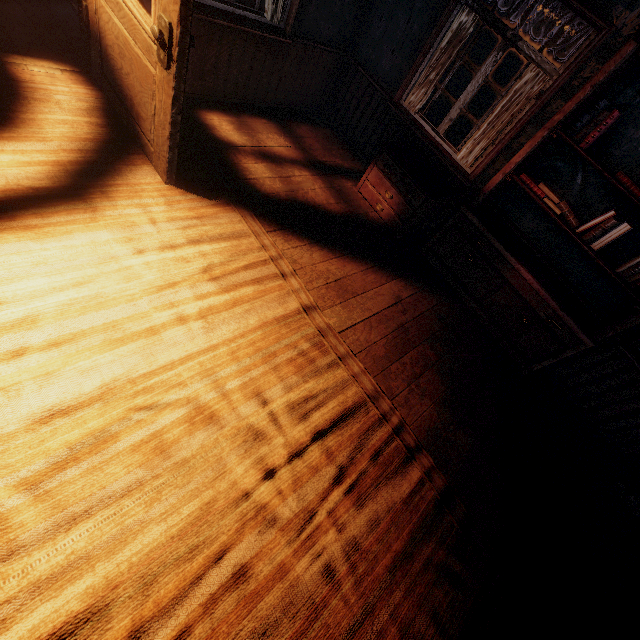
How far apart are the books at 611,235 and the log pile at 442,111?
5.61m

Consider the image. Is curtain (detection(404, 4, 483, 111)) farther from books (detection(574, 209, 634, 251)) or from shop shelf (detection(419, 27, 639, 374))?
books (detection(574, 209, 634, 251))

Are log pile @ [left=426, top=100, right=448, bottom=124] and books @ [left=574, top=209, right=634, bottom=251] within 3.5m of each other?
no

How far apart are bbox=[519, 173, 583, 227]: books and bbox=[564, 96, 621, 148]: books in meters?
0.5 m

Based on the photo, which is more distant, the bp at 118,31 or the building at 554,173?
the building at 554,173

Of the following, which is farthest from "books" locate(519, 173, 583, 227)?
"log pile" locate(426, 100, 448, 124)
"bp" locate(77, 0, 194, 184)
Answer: "log pile" locate(426, 100, 448, 124)

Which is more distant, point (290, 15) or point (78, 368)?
point (290, 15)

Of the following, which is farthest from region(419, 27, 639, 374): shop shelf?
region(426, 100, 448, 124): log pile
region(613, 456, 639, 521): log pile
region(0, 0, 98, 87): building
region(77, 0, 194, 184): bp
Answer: region(426, 100, 448, 124): log pile
